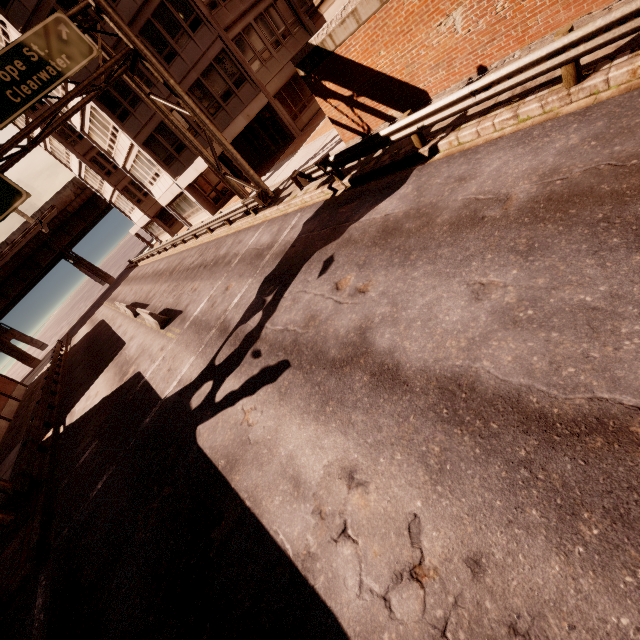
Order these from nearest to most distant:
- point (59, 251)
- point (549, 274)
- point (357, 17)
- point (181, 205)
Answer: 1. point (549, 274)
2. point (357, 17)
3. point (181, 205)
4. point (59, 251)

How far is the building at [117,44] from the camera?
20.3 meters

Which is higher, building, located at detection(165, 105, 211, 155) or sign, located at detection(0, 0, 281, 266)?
sign, located at detection(0, 0, 281, 266)

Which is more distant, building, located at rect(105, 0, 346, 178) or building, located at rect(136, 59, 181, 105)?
building, located at rect(136, 59, 181, 105)

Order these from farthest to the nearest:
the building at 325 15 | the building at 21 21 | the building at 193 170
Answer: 1. the building at 193 170
2. the building at 325 15
3. the building at 21 21

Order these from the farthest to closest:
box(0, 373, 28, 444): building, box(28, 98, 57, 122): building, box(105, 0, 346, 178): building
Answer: box(0, 373, 28, 444): building → box(28, 98, 57, 122): building → box(105, 0, 346, 178): building
